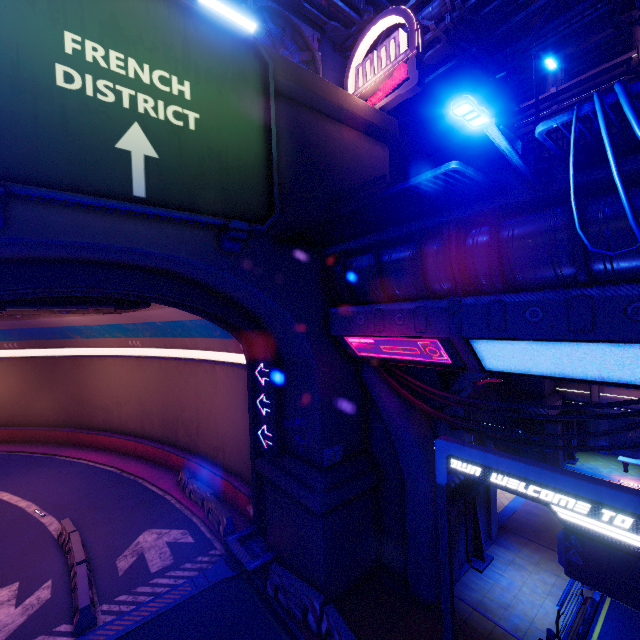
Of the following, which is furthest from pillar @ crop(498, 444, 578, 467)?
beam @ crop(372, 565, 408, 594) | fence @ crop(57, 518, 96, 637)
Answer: fence @ crop(57, 518, 96, 637)

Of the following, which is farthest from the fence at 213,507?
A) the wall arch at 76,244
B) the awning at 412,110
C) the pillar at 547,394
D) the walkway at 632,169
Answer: the awning at 412,110

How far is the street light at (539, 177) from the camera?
4.40m

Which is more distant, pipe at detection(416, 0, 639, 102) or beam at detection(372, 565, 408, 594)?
pipe at detection(416, 0, 639, 102)

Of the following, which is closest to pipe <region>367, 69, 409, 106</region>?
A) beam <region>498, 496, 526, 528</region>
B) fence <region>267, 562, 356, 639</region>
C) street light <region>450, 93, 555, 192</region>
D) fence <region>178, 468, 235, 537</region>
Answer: street light <region>450, 93, 555, 192</region>

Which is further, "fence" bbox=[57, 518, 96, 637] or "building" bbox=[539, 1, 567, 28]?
"building" bbox=[539, 1, 567, 28]

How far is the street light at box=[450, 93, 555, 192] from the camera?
4.4 meters

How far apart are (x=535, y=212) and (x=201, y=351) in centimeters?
1925cm
